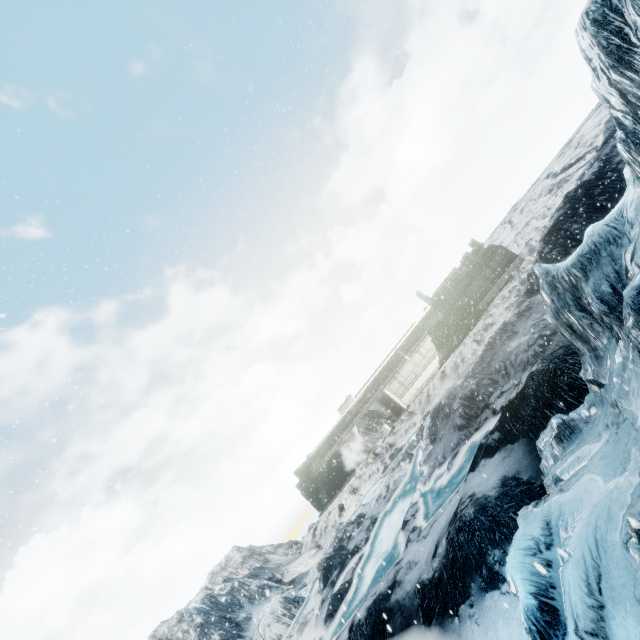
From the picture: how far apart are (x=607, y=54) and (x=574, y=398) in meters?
7.4 m
